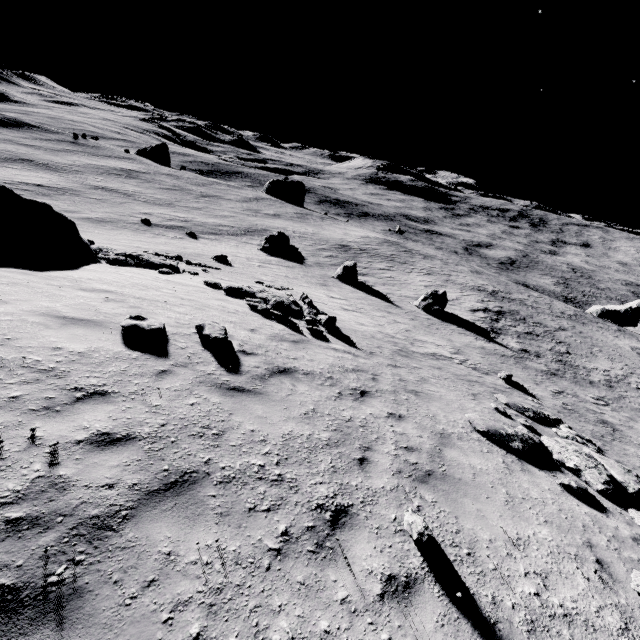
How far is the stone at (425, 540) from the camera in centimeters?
420cm

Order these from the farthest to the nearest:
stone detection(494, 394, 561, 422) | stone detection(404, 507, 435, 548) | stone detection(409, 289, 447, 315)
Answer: stone detection(409, 289, 447, 315) < stone detection(494, 394, 561, 422) < stone detection(404, 507, 435, 548)

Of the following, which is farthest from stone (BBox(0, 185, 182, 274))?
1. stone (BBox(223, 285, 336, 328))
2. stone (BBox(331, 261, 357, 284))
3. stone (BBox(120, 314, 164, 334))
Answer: stone (BBox(331, 261, 357, 284))

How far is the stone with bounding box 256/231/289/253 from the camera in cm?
3753

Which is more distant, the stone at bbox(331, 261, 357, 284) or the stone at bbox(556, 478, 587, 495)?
the stone at bbox(331, 261, 357, 284)

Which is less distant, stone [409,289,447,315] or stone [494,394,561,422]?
stone [494,394,561,422]

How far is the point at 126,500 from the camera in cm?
364

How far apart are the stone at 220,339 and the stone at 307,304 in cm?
Result: 515
